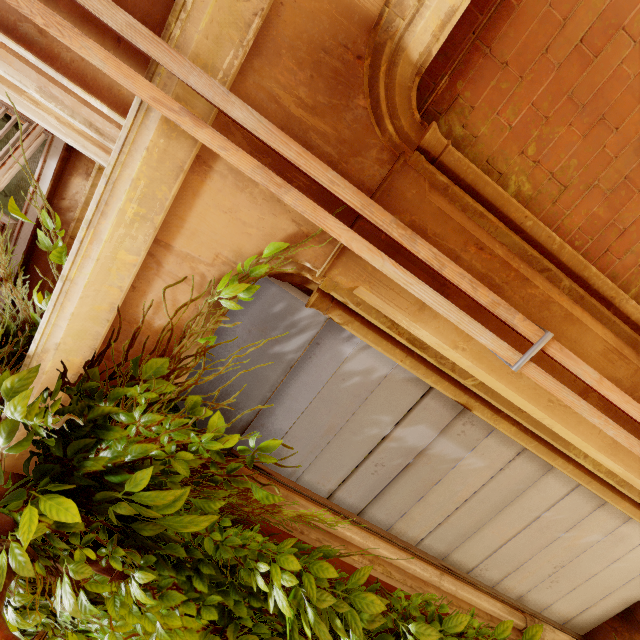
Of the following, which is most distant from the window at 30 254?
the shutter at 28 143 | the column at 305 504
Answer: the column at 305 504

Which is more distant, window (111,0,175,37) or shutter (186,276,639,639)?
shutter (186,276,639,639)

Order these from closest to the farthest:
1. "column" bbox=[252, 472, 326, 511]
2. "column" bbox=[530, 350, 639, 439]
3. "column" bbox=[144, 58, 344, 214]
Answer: "column" bbox=[144, 58, 344, 214], "column" bbox=[530, 350, 639, 439], "column" bbox=[252, 472, 326, 511]

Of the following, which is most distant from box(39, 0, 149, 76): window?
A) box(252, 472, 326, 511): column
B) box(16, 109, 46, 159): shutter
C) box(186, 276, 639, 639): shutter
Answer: box(252, 472, 326, 511): column

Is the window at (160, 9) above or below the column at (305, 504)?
above

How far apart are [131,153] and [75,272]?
0.6m

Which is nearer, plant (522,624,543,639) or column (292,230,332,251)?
column (292,230,332,251)

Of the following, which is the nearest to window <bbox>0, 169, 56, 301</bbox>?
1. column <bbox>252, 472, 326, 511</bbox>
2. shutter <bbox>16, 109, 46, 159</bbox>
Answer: shutter <bbox>16, 109, 46, 159</bbox>
